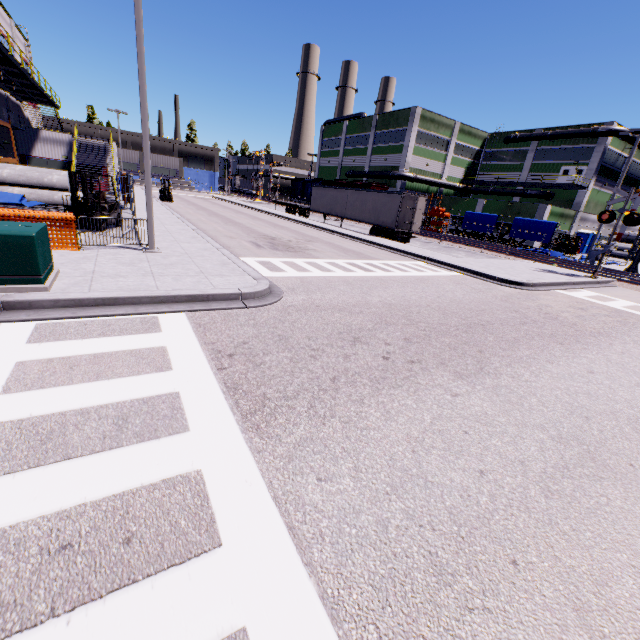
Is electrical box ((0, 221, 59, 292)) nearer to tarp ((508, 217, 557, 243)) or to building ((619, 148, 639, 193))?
building ((619, 148, 639, 193))

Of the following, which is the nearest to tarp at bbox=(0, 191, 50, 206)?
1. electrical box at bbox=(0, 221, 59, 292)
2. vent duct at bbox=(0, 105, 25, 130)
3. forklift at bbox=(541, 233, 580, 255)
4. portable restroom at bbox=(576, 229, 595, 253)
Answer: vent duct at bbox=(0, 105, 25, 130)

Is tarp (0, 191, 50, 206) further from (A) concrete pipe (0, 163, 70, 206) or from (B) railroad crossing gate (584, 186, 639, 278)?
(B) railroad crossing gate (584, 186, 639, 278)

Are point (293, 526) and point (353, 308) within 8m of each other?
yes

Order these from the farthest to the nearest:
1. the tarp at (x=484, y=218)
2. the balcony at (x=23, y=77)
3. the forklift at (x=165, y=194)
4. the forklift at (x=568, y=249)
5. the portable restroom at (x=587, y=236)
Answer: the portable restroom at (x=587, y=236), the forklift at (x=568, y=249), the tarp at (x=484, y=218), the forklift at (x=165, y=194), the balcony at (x=23, y=77)

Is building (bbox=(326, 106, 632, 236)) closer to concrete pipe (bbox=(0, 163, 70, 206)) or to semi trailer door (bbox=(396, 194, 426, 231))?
concrete pipe (bbox=(0, 163, 70, 206))

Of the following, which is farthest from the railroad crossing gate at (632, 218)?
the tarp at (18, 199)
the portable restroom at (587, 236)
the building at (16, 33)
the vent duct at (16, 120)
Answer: the tarp at (18, 199)

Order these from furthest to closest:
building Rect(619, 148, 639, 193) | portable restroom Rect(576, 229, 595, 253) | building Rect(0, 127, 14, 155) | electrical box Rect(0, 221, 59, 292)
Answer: building Rect(619, 148, 639, 193)
portable restroom Rect(576, 229, 595, 253)
building Rect(0, 127, 14, 155)
electrical box Rect(0, 221, 59, 292)
